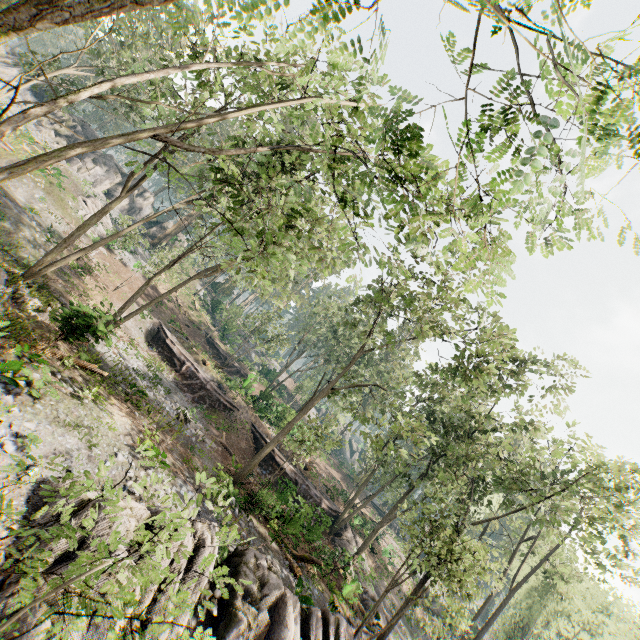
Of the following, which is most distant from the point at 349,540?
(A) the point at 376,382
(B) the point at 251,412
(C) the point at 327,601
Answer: (A) the point at 376,382

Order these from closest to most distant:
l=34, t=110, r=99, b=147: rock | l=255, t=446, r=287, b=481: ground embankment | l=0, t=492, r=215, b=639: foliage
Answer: l=0, t=492, r=215, b=639: foliage → l=255, t=446, r=287, b=481: ground embankment → l=34, t=110, r=99, b=147: rock

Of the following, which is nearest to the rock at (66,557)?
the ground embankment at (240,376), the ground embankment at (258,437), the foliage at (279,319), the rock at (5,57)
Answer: the foliage at (279,319)

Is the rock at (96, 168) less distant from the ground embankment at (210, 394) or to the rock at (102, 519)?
the ground embankment at (210, 394)

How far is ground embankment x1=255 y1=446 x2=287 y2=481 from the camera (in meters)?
26.06

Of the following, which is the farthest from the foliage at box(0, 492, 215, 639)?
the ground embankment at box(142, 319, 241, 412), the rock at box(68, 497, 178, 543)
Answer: the ground embankment at box(142, 319, 241, 412)

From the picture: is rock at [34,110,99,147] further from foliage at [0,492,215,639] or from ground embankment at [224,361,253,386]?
ground embankment at [224,361,253,386]

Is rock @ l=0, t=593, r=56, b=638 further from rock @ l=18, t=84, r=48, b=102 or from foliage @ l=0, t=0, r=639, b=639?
rock @ l=18, t=84, r=48, b=102
